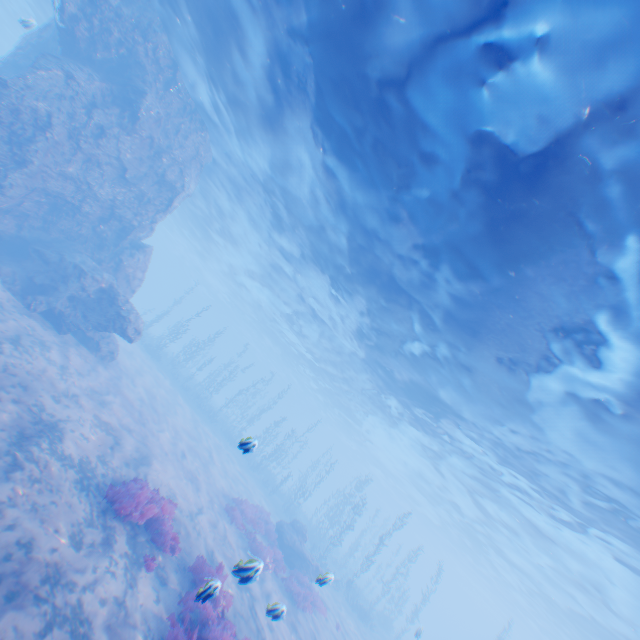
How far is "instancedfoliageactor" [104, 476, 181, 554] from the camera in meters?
8.4 m

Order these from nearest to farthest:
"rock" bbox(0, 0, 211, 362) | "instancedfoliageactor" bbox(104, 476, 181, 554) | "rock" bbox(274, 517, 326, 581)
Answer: "instancedfoliageactor" bbox(104, 476, 181, 554)
"rock" bbox(0, 0, 211, 362)
"rock" bbox(274, 517, 326, 581)

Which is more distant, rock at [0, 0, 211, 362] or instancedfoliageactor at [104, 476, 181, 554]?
rock at [0, 0, 211, 362]

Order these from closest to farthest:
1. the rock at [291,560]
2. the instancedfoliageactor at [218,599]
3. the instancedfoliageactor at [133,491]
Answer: the instancedfoliageactor at [218,599]
the instancedfoliageactor at [133,491]
the rock at [291,560]

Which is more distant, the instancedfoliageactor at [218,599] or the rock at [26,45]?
the rock at [26,45]

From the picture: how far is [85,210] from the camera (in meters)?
16.42

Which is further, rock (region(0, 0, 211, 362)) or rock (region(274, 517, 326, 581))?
rock (region(274, 517, 326, 581))

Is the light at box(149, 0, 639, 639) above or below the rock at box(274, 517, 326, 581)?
above
